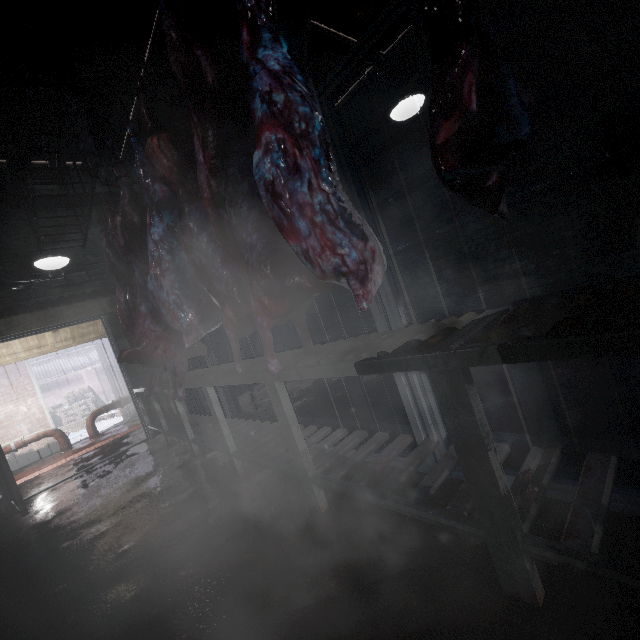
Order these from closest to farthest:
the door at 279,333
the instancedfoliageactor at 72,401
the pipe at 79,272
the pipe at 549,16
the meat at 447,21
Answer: the meat at 447,21
the pipe at 549,16
the pipe at 79,272
the door at 279,333
the instancedfoliageactor at 72,401

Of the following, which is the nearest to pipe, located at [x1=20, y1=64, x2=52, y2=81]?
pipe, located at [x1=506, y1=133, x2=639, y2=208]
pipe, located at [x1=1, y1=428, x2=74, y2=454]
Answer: pipe, located at [x1=506, y1=133, x2=639, y2=208]

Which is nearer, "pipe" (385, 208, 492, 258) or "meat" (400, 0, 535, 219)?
"meat" (400, 0, 535, 219)

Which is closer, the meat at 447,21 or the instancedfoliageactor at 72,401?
the meat at 447,21

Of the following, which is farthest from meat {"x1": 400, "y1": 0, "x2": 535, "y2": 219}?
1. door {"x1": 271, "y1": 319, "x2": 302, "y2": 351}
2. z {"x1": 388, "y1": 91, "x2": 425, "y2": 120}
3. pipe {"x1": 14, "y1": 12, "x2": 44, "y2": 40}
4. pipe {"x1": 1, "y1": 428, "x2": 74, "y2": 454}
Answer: pipe {"x1": 1, "y1": 428, "x2": 74, "y2": 454}

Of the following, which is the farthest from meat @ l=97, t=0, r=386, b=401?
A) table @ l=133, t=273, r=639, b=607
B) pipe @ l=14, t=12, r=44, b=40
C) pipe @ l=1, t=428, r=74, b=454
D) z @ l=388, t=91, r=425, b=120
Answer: pipe @ l=1, t=428, r=74, b=454

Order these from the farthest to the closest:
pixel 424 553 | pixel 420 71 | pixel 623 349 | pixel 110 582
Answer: pixel 420 71 → pixel 110 582 → pixel 424 553 → pixel 623 349

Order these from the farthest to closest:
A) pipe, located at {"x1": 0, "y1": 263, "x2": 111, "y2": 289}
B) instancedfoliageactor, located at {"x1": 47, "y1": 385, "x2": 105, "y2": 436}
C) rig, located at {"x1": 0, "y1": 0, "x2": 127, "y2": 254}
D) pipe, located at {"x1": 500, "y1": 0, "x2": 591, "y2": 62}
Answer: instancedfoliageactor, located at {"x1": 47, "y1": 385, "x2": 105, "y2": 436} → pipe, located at {"x1": 0, "y1": 263, "x2": 111, "y2": 289} → pipe, located at {"x1": 500, "y1": 0, "x2": 591, "y2": 62} → rig, located at {"x1": 0, "y1": 0, "x2": 127, "y2": 254}
